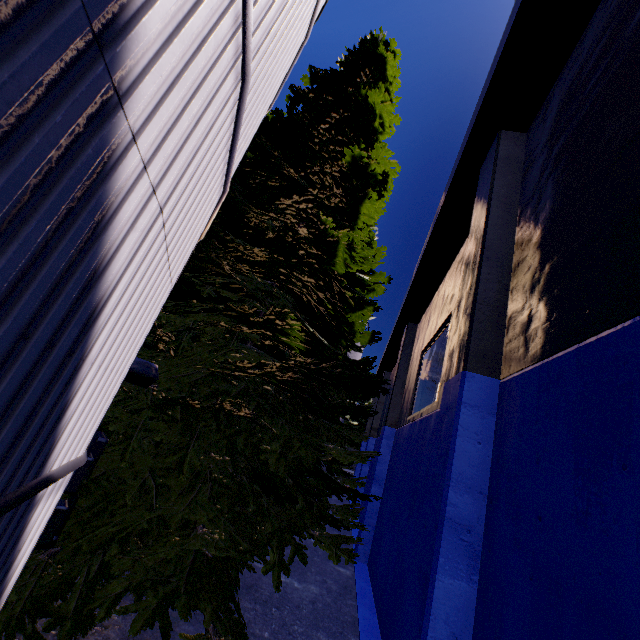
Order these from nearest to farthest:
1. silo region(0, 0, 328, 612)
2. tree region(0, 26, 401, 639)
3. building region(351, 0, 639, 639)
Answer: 1. silo region(0, 0, 328, 612)
2. building region(351, 0, 639, 639)
3. tree region(0, 26, 401, 639)

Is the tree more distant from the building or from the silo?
the building

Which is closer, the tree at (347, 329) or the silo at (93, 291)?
the silo at (93, 291)

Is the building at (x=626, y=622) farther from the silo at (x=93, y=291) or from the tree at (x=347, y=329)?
the silo at (x=93, y=291)

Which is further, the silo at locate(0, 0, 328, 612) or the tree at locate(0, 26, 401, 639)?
the tree at locate(0, 26, 401, 639)

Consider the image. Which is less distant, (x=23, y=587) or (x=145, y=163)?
(x=145, y=163)

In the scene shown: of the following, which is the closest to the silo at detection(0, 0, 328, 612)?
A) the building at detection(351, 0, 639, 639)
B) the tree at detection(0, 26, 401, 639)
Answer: the tree at detection(0, 26, 401, 639)
